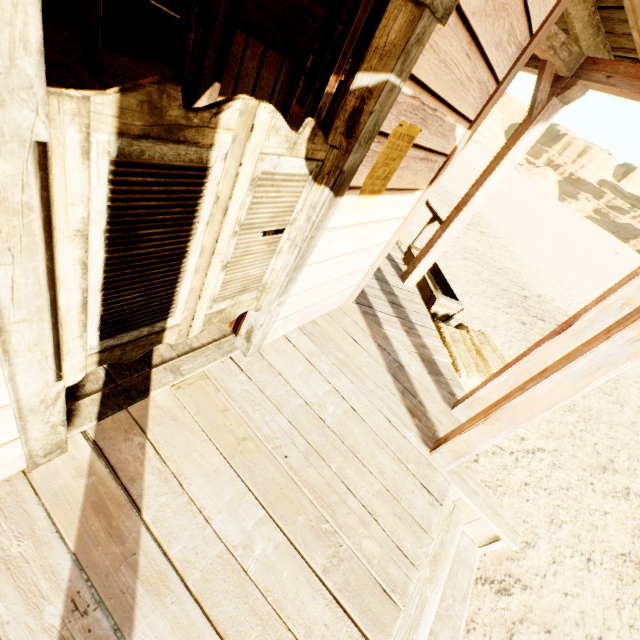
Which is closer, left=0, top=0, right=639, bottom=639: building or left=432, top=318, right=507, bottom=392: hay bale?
left=0, top=0, right=639, bottom=639: building

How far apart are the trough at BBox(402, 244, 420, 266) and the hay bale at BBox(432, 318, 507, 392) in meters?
0.2

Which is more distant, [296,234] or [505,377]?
[505,377]

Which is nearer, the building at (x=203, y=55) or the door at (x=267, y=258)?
the door at (x=267, y=258)

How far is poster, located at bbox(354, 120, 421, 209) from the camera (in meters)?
1.69

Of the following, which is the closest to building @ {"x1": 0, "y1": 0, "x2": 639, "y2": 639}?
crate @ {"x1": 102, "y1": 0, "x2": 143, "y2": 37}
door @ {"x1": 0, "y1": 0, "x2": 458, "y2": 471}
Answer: door @ {"x1": 0, "y1": 0, "x2": 458, "y2": 471}

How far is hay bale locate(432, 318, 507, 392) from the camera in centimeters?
372cm

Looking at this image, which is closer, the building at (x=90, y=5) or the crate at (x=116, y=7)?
the building at (x=90, y=5)
